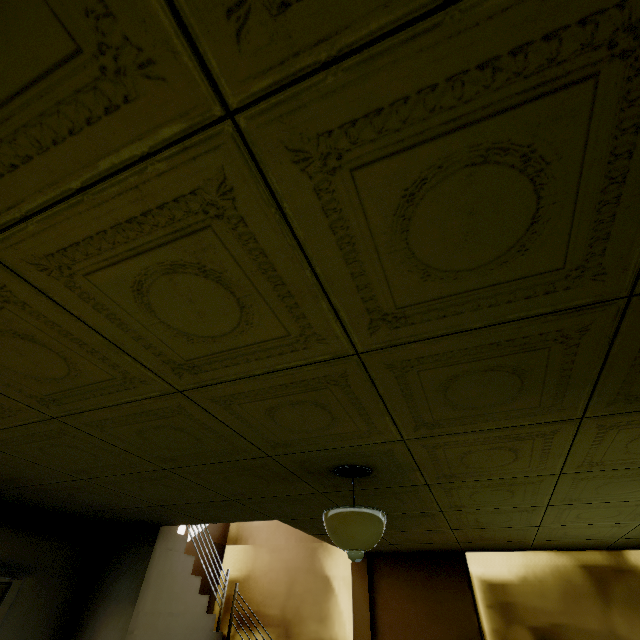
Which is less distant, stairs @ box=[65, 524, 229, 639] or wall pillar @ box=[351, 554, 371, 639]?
stairs @ box=[65, 524, 229, 639]

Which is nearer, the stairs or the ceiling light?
the ceiling light

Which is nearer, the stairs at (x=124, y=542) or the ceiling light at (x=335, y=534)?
the ceiling light at (x=335, y=534)

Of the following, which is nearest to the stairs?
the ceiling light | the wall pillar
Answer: the wall pillar

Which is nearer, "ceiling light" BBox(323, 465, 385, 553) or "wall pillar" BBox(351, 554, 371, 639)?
"ceiling light" BBox(323, 465, 385, 553)

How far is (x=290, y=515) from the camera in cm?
382

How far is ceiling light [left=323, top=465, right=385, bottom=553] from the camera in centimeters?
216cm

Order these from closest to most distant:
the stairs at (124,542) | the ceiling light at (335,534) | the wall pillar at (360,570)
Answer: the ceiling light at (335,534) < the stairs at (124,542) < the wall pillar at (360,570)
